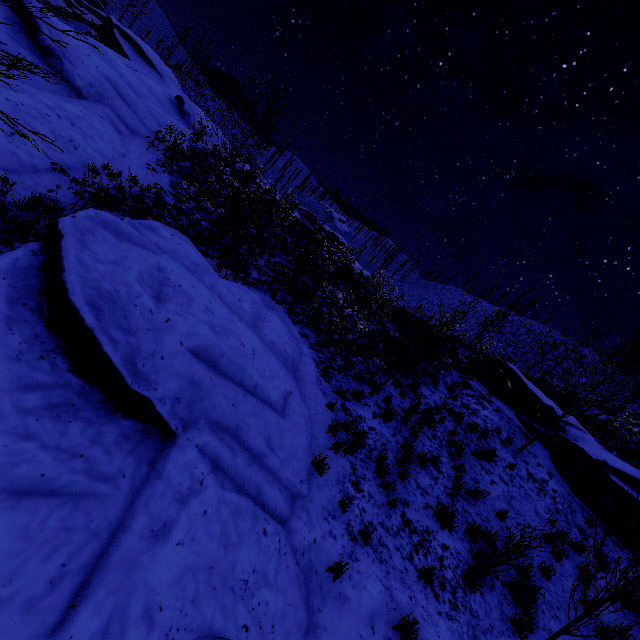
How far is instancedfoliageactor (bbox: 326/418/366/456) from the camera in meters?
7.3 m

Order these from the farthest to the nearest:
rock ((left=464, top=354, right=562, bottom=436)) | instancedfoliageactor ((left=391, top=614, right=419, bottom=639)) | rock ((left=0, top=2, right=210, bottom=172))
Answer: rock ((left=464, top=354, right=562, bottom=436)) → rock ((left=0, top=2, right=210, bottom=172)) → instancedfoliageactor ((left=391, top=614, right=419, bottom=639))

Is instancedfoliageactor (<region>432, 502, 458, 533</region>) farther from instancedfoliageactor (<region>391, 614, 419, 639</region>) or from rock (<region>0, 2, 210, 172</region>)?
rock (<region>0, 2, 210, 172</region>)

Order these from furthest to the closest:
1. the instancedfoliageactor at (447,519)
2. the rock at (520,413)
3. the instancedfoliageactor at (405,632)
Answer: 1. the rock at (520,413)
2. the instancedfoliageactor at (447,519)
3. the instancedfoliageactor at (405,632)

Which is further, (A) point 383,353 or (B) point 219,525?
(A) point 383,353

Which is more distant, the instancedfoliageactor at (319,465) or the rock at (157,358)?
the instancedfoliageactor at (319,465)

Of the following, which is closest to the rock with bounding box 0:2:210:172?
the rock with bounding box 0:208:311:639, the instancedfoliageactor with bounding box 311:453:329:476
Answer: the rock with bounding box 0:208:311:639

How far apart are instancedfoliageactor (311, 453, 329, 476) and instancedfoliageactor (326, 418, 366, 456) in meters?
0.9
